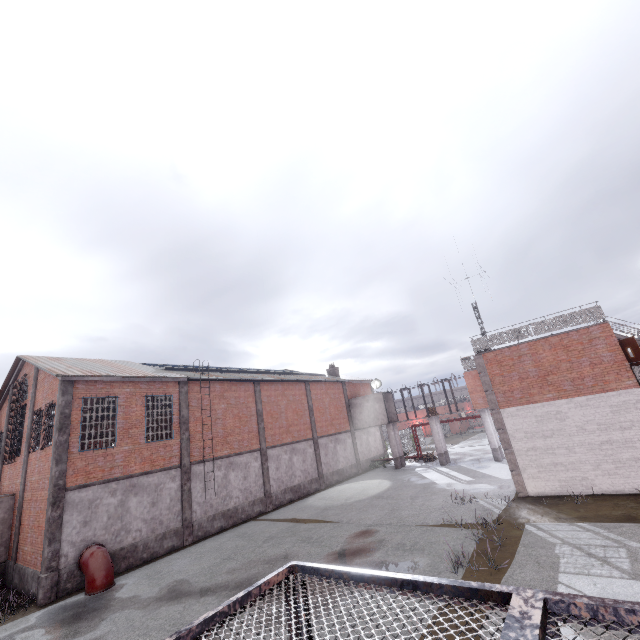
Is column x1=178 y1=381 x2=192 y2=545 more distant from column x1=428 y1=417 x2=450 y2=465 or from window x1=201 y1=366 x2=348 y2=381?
column x1=428 y1=417 x2=450 y2=465

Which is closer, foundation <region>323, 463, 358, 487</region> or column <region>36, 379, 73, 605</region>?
column <region>36, 379, 73, 605</region>

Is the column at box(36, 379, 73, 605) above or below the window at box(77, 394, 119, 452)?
below

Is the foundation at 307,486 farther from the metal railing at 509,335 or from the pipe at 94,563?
the metal railing at 509,335

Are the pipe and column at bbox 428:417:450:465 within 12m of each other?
no

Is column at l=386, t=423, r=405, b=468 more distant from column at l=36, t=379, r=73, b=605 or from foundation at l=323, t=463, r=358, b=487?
column at l=36, t=379, r=73, b=605

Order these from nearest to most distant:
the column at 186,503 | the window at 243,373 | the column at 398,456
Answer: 1. the column at 186,503
2. the window at 243,373
3. the column at 398,456

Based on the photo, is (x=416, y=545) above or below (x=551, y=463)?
below
